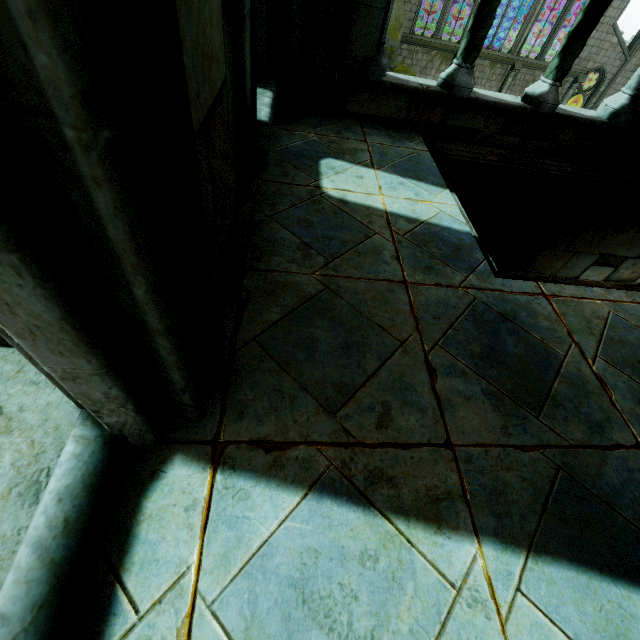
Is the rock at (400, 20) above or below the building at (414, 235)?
below

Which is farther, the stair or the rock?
the rock

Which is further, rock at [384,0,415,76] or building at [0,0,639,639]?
rock at [384,0,415,76]

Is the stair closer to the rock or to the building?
the building

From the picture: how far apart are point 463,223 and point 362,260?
1.0m

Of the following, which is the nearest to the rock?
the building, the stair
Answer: the building

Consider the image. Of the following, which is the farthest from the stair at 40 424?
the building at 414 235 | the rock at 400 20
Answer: the rock at 400 20
